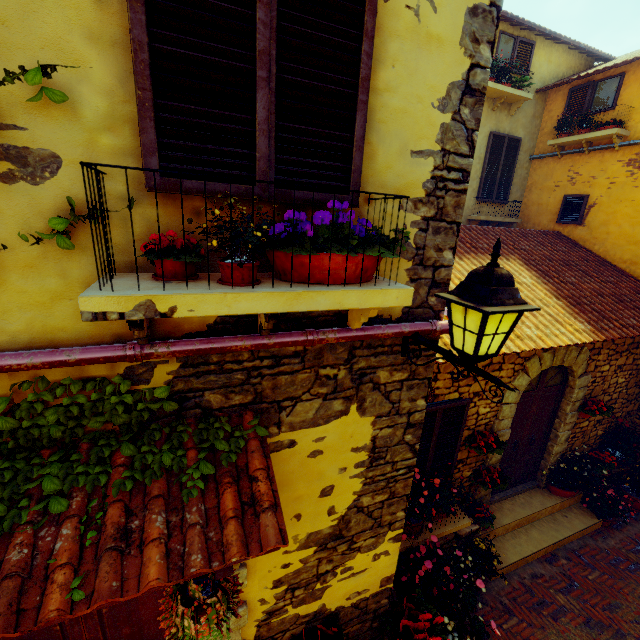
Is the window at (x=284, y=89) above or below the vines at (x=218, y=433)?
above

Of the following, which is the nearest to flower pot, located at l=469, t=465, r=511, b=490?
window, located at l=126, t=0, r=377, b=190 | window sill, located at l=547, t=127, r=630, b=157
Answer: window, located at l=126, t=0, r=377, b=190

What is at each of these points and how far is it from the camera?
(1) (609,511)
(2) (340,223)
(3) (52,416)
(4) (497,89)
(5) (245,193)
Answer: (1) flower pot, 6.1m
(2) flower pot, 1.7m
(3) vines, 1.7m
(4) window sill, 7.5m
(5) window, 1.6m

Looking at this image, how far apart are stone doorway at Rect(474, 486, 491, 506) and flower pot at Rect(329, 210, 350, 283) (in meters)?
4.33

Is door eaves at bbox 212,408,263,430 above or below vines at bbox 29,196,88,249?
below

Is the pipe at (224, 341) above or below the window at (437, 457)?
above

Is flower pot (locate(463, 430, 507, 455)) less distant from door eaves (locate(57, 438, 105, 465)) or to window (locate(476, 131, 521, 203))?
door eaves (locate(57, 438, 105, 465))

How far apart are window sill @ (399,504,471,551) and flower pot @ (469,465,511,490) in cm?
45
